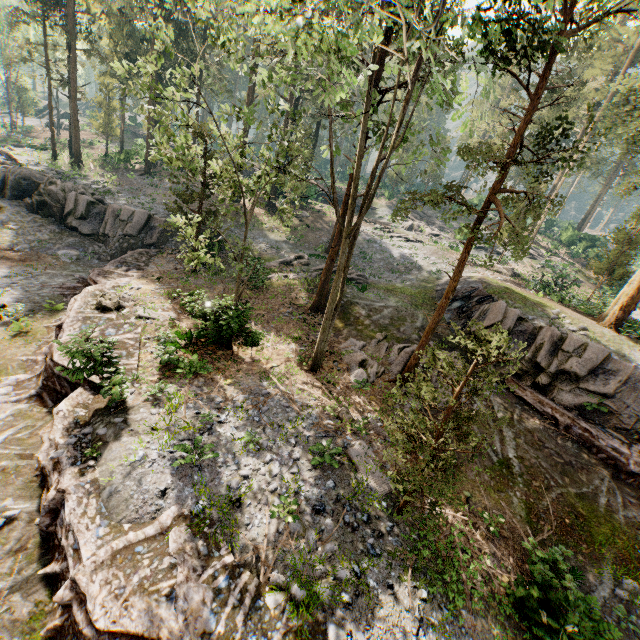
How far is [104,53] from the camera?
32.1 meters

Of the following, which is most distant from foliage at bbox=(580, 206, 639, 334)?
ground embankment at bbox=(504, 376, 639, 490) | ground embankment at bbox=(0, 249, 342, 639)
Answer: ground embankment at bbox=(504, 376, 639, 490)

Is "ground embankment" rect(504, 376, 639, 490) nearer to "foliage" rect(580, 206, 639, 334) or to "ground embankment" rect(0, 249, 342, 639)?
"foliage" rect(580, 206, 639, 334)

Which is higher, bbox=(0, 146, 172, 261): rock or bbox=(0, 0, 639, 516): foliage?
bbox=(0, 0, 639, 516): foliage

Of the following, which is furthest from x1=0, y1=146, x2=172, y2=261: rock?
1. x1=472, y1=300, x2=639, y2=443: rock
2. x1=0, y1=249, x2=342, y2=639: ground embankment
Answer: x1=472, y1=300, x2=639, y2=443: rock

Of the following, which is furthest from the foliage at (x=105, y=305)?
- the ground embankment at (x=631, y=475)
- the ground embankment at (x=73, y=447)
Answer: the ground embankment at (x=631, y=475)

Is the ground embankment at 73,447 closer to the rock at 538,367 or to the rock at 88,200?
the rock at 88,200

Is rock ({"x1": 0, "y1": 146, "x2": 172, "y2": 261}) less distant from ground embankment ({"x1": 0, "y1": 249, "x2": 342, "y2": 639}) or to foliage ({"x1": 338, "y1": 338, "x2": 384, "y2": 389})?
ground embankment ({"x1": 0, "y1": 249, "x2": 342, "y2": 639})
